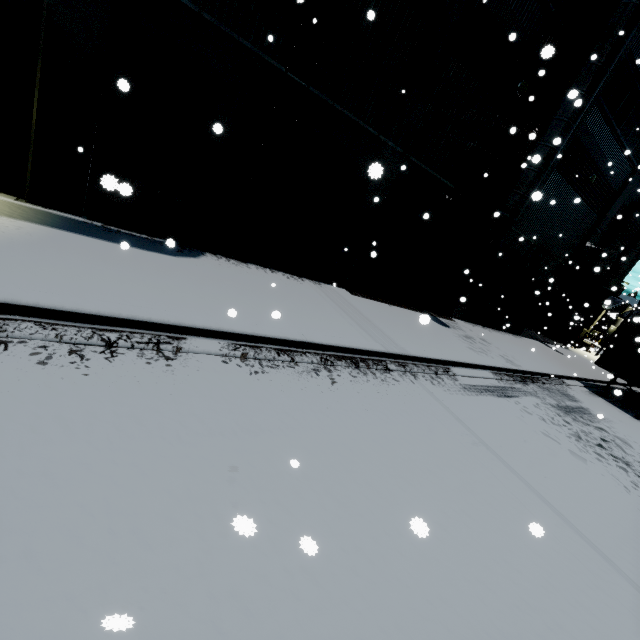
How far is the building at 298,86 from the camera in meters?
8.0 m

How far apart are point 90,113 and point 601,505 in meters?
12.7 m

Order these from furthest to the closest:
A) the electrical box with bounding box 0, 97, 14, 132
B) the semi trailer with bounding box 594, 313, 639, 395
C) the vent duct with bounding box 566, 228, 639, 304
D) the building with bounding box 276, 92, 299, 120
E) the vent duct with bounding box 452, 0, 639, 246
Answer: the vent duct with bounding box 566, 228, 639, 304 < the semi trailer with bounding box 594, 313, 639, 395 < the vent duct with bounding box 452, 0, 639, 246 < the building with bounding box 276, 92, 299, 120 < the electrical box with bounding box 0, 97, 14, 132

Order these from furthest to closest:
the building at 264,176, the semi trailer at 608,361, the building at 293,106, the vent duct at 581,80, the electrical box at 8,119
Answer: the semi trailer at 608,361 → the vent duct at 581,80 → the building at 264,176 → the building at 293,106 → the electrical box at 8,119

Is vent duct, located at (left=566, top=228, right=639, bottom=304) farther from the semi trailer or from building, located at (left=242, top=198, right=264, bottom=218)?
the semi trailer

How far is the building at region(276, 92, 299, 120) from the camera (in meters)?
8.25

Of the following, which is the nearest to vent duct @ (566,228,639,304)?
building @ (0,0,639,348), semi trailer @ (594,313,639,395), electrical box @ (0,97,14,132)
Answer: building @ (0,0,639,348)

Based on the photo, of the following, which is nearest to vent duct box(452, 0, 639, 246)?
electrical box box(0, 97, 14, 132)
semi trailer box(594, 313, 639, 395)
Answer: semi trailer box(594, 313, 639, 395)
